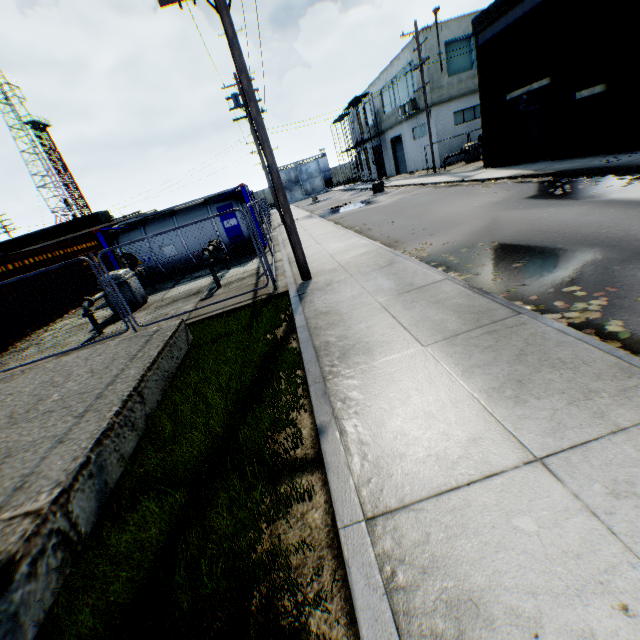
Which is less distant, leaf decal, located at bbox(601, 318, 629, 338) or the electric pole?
leaf decal, located at bbox(601, 318, 629, 338)

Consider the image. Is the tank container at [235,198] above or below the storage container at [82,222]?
below

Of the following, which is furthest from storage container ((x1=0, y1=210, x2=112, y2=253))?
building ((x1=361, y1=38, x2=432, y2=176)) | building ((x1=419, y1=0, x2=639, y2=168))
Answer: building ((x1=419, y1=0, x2=639, y2=168))

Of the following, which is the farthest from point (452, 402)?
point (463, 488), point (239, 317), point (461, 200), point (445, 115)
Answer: point (445, 115)

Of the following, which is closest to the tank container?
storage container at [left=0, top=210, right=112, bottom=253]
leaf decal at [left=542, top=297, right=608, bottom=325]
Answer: leaf decal at [left=542, top=297, right=608, bottom=325]

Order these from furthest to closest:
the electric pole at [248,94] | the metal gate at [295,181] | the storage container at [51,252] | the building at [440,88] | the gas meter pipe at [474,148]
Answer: the metal gate at [295,181] → the gas meter pipe at [474,148] → the storage container at [51,252] → the building at [440,88] → the electric pole at [248,94]

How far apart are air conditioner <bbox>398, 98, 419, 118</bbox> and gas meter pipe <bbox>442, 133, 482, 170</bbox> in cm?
577

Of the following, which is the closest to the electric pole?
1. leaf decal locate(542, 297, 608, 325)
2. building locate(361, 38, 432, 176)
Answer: leaf decal locate(542, 297, 608, 325)
